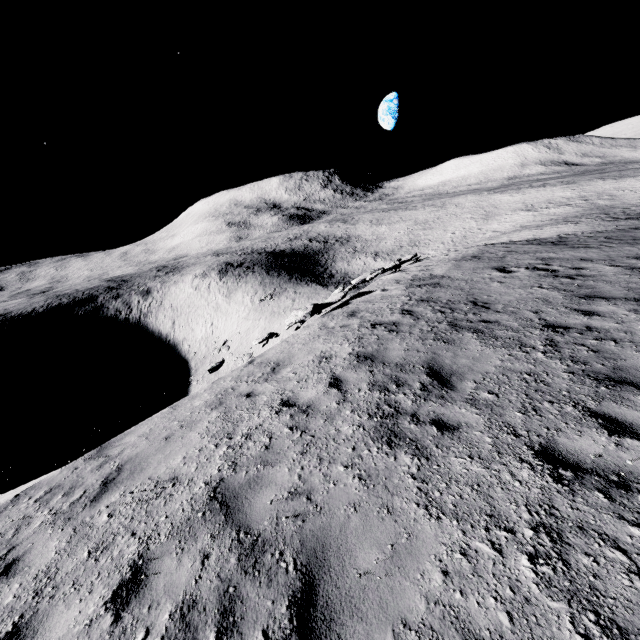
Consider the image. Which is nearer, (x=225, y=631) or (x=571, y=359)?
(x=225, y=631)
